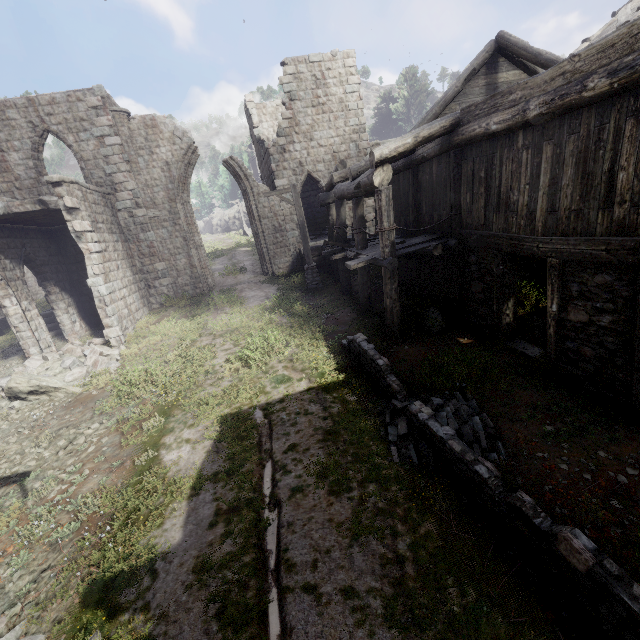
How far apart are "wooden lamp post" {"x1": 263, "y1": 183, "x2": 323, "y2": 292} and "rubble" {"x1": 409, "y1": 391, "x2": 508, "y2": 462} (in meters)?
8.72

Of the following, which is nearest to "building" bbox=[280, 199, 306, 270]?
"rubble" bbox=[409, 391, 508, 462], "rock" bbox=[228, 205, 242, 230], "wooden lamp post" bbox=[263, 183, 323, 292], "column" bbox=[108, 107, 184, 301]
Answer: "column" bbox=[108, 107, 184, 301]

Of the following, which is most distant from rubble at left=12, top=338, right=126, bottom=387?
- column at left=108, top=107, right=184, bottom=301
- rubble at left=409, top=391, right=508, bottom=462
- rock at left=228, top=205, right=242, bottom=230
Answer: rock at left=228, top=205, right=242, bottom=230

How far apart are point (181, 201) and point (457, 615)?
19.0m

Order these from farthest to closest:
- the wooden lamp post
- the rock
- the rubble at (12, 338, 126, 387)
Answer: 1. the rock
2. the wooden lamp post
3. the rubble at (12, 338, 126, 387)

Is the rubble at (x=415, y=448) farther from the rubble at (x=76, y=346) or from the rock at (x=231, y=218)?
the rock at (x=231, y=218)

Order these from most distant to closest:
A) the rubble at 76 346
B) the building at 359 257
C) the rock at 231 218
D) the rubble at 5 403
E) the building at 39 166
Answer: the rock at 231 218
the building at 39 166
the rubble at 76 346
the rubble at 5 403
the building at 359 257

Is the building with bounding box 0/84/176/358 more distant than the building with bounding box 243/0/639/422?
Yes
